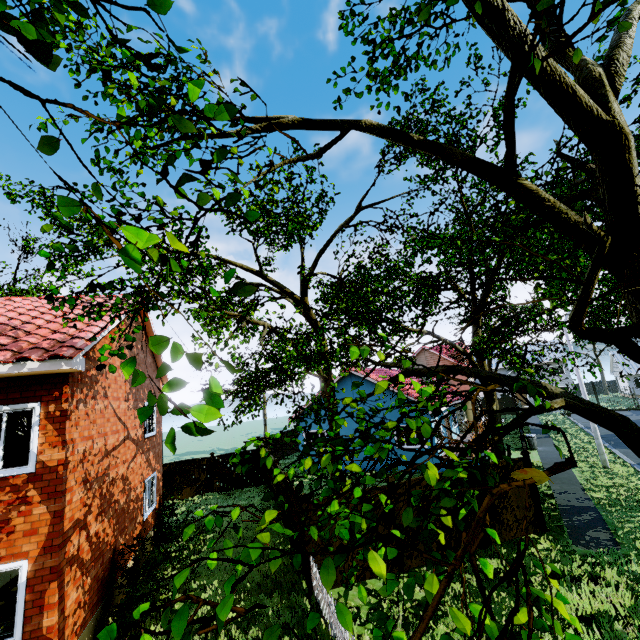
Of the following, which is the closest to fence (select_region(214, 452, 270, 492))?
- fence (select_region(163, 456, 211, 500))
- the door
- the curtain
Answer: fence (select_region(163, 456, 211, 500))

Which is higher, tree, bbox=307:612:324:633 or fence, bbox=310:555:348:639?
tree, bbox=307:612:324:633

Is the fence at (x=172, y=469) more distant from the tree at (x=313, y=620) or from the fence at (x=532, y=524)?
the tree at (x=313, y=620)

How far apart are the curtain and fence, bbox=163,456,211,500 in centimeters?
1465cm

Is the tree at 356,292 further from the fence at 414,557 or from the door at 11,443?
the door at 11,443

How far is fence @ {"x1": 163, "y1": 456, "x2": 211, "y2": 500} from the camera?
19.7 meters

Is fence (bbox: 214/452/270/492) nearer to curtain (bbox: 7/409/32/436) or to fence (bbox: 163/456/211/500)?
fence (bbox: 163/456/211/500)

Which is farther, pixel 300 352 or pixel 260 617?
pixel 300 352
